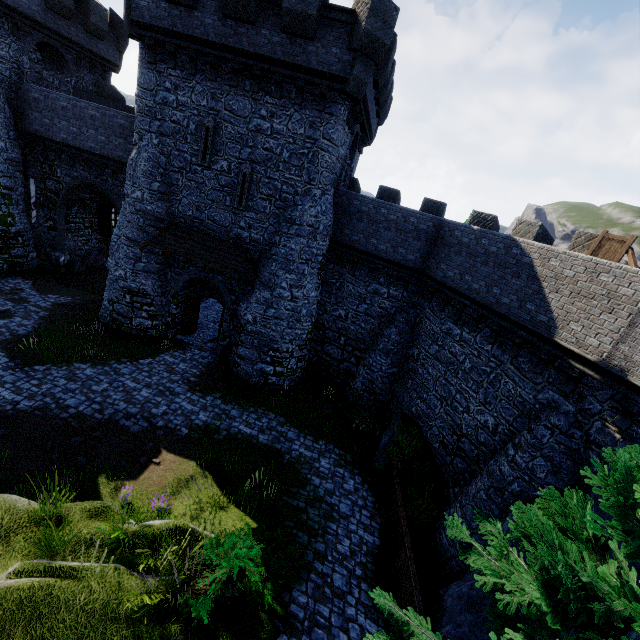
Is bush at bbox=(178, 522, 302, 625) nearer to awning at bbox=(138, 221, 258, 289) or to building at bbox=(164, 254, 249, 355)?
awning at bbox=(138, 221, 258, 289)

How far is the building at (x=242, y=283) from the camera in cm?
1712

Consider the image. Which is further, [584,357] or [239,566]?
[584,357]

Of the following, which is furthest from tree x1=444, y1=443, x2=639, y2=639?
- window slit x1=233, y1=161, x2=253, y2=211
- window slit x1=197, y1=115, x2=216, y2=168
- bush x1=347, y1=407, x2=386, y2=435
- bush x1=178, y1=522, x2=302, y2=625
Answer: window slit x1=197, y1=115, x2=216, y2=168

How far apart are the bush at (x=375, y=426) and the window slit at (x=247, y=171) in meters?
11.1

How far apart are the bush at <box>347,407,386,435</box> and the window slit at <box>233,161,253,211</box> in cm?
1107

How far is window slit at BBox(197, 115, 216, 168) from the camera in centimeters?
1468cm

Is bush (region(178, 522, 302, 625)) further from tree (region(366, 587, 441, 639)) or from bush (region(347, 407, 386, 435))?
bush (region(347, 407, 386, 435))
